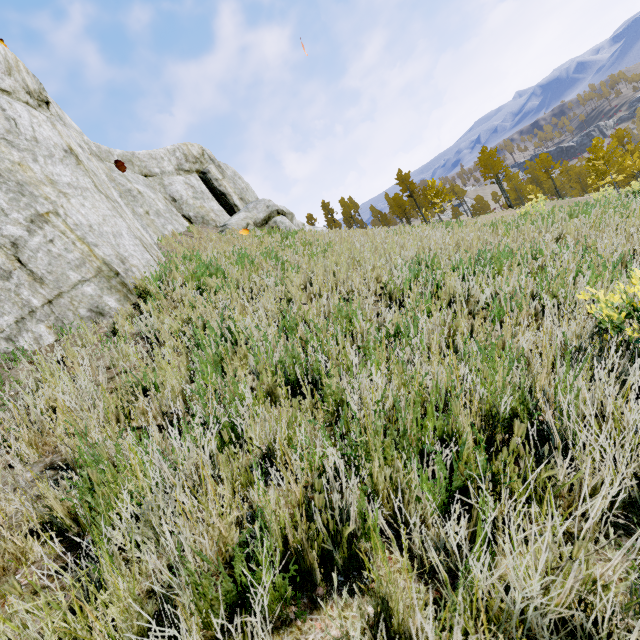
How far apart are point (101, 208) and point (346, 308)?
5.4 meters

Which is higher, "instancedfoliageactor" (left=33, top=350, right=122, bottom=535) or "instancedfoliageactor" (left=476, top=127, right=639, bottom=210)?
"instancedfoliageactor" (left=33, top=350, right=122, bottom=535)

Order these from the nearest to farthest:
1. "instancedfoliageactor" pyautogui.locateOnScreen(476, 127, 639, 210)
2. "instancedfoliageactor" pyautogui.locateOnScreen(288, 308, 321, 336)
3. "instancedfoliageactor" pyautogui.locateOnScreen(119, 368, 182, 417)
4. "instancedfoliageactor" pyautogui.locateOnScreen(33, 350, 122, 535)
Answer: "instancedfoliageactor" pyautogui.locateOnScreen(33, 350, 122, 535) → "instancedfoliageactor" pyautogui.locateOnScreen(119, 368, 182, 417) → "instancedfoliageactor" pyautogui.locateOnScreen(288, 308, 321, 336) → "instancedfoliageactor" pyautogui.locateOnScreen(476, 127, 639, 210)

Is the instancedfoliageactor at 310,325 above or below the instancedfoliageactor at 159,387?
below

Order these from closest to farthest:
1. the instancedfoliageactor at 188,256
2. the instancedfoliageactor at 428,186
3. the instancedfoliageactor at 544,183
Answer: the instancedfoliageactor at 188,256 → the instancedfoliageactor at 544,183 → the instancedfoliageactor at 428,186

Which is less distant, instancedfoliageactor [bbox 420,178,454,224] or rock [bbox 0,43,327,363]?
rock [bbox 0,43,327,363]

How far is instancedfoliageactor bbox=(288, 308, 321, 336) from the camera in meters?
2.9 m
